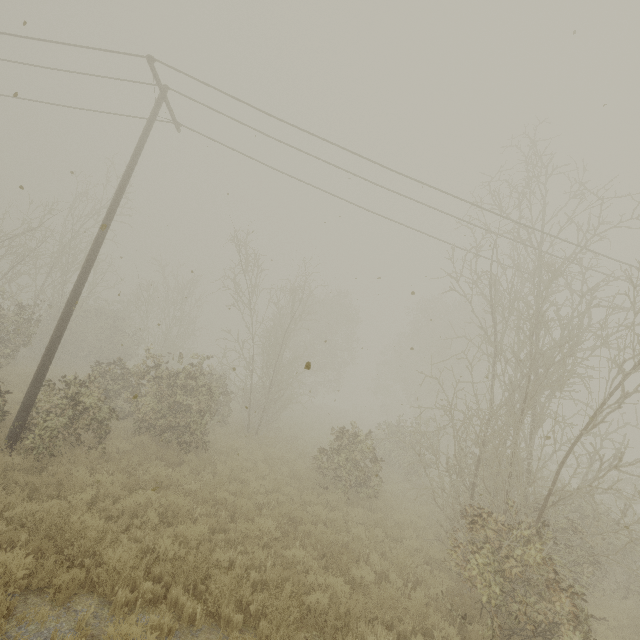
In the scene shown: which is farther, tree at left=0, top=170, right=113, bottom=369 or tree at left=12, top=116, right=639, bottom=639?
tree at left=0, top=170, right=113, bottom=369

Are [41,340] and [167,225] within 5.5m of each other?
no

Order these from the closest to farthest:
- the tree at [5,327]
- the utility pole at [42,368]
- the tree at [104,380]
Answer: the tree at [104,380] → the utility pole at [42,368] → the tree at [5,327]

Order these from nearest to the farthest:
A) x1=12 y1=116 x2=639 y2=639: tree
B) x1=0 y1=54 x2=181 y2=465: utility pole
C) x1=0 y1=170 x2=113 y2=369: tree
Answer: x1=12 y1=116 x2=639 y2=639: tree → x1=0 y1=54 x2=181 y2=465: utility pole → x1=0 y1=170 x2=113 y2=369: tree

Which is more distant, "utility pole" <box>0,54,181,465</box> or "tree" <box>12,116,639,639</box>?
"utility pole" <box>0,54,181,465</box>

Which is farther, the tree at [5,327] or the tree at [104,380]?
the tree at [5,327]
